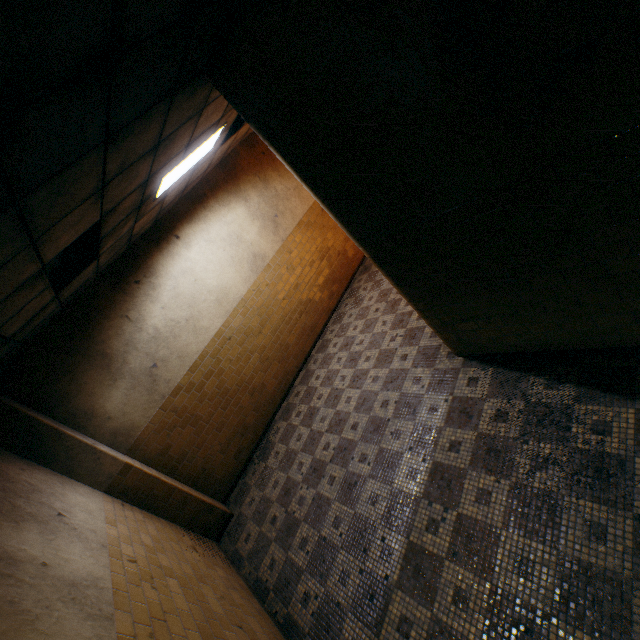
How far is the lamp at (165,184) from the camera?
4.05m

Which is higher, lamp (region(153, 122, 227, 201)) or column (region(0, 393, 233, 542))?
lamp (region(153, 122, 227, 201))

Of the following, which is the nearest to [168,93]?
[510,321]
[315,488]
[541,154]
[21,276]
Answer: [21,276]

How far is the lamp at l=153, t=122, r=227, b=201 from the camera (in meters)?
4.05

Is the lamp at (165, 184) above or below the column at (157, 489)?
above
